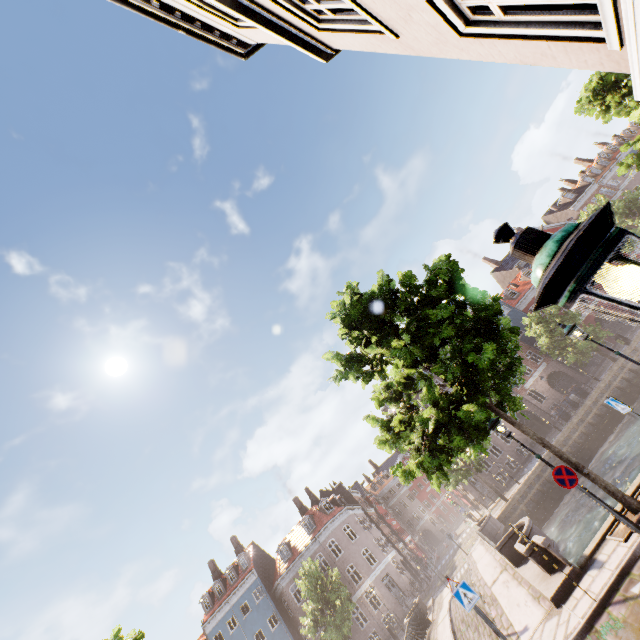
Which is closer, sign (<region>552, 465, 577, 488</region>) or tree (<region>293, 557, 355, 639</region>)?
sign (<region>552, 465, 577, 488</region>)

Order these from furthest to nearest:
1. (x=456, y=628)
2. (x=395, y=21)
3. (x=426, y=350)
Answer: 1. (x=456, y=628)
2. (x=426, y=350)
3. (x=395, y=21)

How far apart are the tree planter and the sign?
1.4m

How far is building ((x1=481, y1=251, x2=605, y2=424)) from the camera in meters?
36.2

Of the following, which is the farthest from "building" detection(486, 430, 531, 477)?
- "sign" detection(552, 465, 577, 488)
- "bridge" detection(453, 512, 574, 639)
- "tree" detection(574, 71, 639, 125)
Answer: "sign" detection(552, 465, 577, 488)

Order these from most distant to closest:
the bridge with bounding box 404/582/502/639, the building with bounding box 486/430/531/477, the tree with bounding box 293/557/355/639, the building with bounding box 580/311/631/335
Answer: the building with bounding box 580/311/631/335 → the building with bounding box 486/430/531/477 → the tree with bounding box 293/557/355/639 → the bridge with bounding box 404/582/502/639

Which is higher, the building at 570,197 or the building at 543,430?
the building at 570,197

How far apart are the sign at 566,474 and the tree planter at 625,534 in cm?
144
